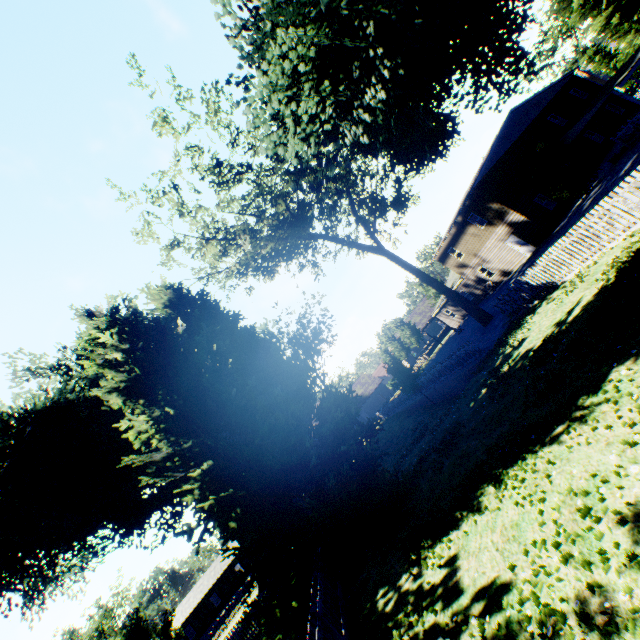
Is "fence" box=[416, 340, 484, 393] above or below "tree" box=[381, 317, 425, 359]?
below

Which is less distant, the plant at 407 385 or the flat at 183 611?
the plant at 407 385

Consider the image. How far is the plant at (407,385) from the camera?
24.47m

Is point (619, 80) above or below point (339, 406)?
below

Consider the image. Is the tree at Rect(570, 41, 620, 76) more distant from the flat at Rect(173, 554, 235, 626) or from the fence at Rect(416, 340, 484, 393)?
the flat at Rect(173, 554, 235, 626)

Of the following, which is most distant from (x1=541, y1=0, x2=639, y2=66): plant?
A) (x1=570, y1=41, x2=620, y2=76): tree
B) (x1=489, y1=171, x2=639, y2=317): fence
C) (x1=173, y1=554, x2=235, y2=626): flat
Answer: (x1=173, y1=554, x2=235, y2=626): flat

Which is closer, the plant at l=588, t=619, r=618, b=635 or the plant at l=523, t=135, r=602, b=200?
the plant at l=588, t=619, r=618, b=635
